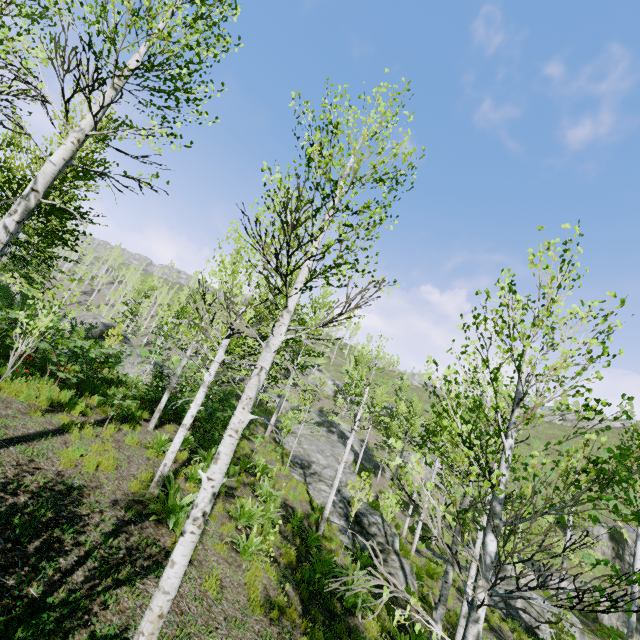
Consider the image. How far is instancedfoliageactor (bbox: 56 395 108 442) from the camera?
7.5 meters

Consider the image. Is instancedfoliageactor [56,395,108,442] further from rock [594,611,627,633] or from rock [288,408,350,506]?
rock [594,611,627,633]

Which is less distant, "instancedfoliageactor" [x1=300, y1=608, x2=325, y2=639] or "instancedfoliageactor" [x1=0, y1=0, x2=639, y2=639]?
"instancedfoliageactor" [x1=0, y1=0, x2=639, y2=639]

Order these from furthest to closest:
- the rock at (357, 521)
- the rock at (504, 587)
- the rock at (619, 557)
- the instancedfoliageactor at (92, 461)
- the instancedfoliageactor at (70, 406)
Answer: the rock at (619, 557), the rock at (504, 587), the rock at (357, 521), the instancedfoliageactor at (70, 406), the instancedfoliageactor at (92, 461)

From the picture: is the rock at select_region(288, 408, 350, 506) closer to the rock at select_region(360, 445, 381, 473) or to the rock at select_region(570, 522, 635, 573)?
the rock at select_region(360, 445, 381, 473)

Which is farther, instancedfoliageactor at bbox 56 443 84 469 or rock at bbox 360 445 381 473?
rock at bbox 360 445 381 473

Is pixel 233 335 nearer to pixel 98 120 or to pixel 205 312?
pixel 205 312

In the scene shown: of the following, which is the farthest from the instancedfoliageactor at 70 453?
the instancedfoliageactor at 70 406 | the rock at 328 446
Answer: the instancedfoliageactor at 70 406
